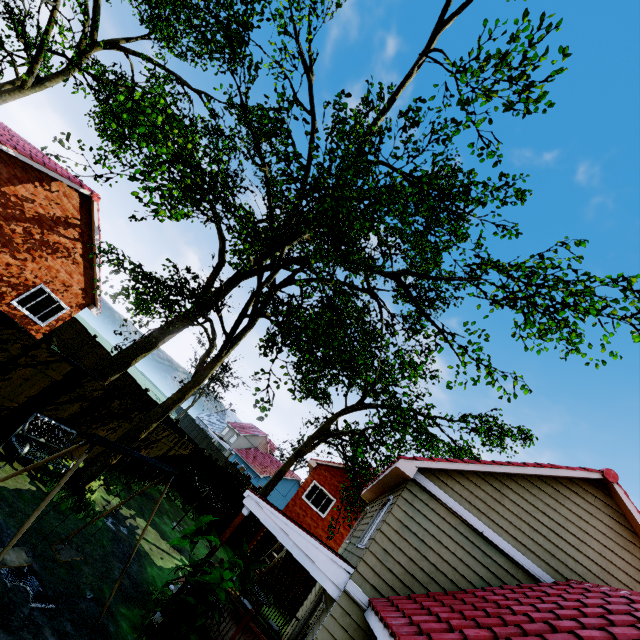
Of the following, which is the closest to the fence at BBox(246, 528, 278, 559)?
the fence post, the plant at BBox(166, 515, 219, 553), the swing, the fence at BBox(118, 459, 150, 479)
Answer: the fence at BBox(118, 459, 150, 479)

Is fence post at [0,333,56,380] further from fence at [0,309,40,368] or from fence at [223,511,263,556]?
fence at [223,511,263,556]

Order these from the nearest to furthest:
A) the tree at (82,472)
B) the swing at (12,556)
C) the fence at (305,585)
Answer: the swing at (12,556) < the tree at (82,472) < the fence at (305,585)

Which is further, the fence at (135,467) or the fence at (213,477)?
the fence at (213,477)

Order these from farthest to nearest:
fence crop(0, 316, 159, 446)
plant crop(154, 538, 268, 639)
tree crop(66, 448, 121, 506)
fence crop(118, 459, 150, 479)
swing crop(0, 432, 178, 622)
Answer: fence crop(118, 459, 150, 479) < tree crop(66, 448, 121, 506) < fence crop(0, 316, 159, 446) < plant crop(154, 538, 268, 639) < swing crop(0, 432, 178, 622)

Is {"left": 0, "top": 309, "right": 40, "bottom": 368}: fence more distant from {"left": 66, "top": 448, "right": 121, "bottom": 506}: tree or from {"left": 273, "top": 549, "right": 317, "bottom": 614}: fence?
{"left": 66, "top": 448, "right": 121, "bottom": 506}: tree

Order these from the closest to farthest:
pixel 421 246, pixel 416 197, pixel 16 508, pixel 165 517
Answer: pixel 16 508 → pixel 165 517 → pixel 421 246 → pixel 416 197

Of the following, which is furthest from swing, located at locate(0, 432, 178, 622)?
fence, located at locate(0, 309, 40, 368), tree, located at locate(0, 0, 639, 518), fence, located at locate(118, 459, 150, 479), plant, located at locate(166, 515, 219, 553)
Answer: tree, located at locate(0, 0, 639, 518)
